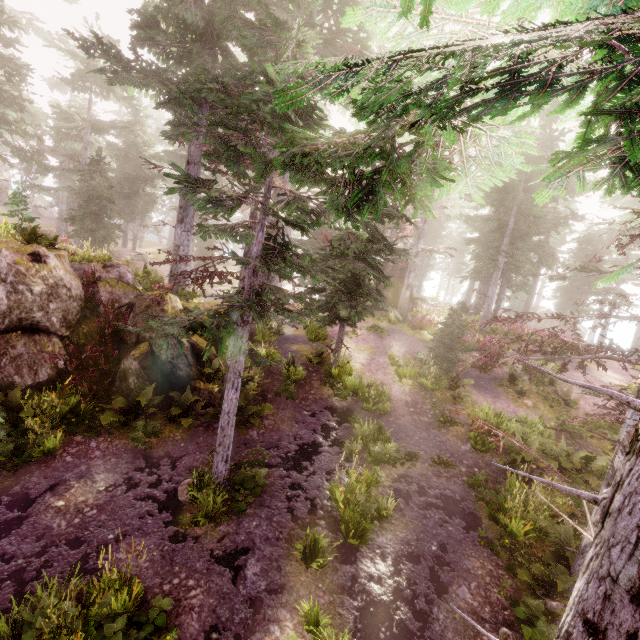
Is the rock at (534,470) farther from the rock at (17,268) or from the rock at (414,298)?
the rock at (414,298)

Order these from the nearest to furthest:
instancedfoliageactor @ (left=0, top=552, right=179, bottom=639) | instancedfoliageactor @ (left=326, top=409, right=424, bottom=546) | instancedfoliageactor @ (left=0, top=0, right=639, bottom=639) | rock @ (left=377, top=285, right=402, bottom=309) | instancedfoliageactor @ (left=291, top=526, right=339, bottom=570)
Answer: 1. instancedfoliageactor @ (left=0, top=0, right=639, bottom=639)
2. instancedfoliageactor @ (left=0, top=552, right=179, bottom=639)
3. instancedfoliageactor @ (left=291, top=526, right=339, bottom=570)
4. instancedfoliageactor @ (left=326, top=409, right=424, bottom=546)
5. rock @ (left=377, top=285, right=402, bottom=309)

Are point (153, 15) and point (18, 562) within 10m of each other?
no

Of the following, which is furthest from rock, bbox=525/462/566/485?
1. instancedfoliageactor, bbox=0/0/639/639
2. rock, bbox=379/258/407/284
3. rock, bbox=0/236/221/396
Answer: rock, bbox=379/258/407/284

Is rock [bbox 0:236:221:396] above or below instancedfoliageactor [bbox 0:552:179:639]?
above

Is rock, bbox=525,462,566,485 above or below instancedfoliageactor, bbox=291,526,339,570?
above

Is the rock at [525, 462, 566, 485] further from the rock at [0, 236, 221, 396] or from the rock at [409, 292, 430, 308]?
the rock at [409, 292, 430, 308]

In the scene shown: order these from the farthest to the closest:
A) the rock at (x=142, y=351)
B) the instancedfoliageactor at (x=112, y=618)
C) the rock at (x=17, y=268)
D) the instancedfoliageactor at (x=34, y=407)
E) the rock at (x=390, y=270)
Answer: the rock at (x=390, y=270) < the rock at (x=142, y=351) < the rock at (x=17, y=268) < the instancedfoliageactor at (x=112, y=618) < the instancedfoliageactor at (x=34, y=407)
